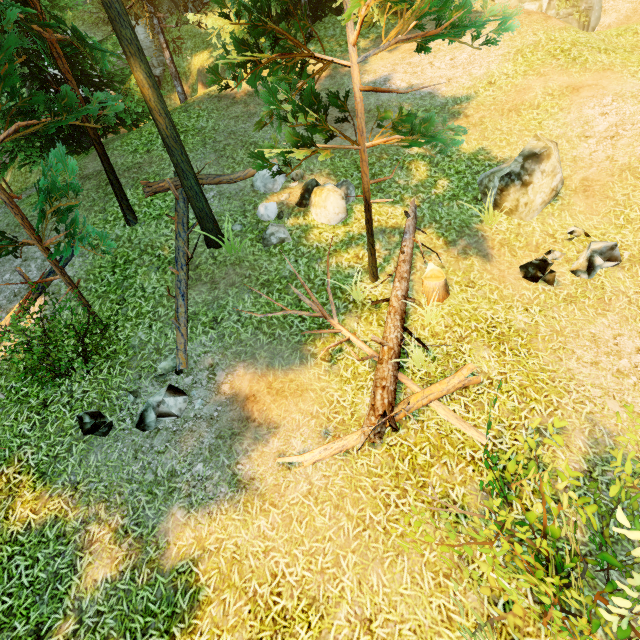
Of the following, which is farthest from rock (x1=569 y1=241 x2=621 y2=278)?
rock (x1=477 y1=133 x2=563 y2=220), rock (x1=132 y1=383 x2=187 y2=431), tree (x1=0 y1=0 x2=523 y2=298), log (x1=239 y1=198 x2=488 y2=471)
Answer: rock (x1=132 y1=383 x2=187 y2=431)

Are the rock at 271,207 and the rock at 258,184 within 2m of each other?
yes

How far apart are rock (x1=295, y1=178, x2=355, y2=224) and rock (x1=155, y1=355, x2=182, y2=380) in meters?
4.9 m

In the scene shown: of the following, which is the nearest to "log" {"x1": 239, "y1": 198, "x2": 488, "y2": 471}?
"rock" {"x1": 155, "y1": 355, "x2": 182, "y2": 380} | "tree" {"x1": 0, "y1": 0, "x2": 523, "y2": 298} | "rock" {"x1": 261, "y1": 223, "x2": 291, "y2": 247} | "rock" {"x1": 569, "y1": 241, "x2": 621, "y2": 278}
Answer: "tree" {"x1": 0, "y1": 0, "x2": 523, "y2": 298}

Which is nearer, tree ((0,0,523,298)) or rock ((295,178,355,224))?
tree ((0,0,523,298))

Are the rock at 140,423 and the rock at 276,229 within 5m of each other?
yes

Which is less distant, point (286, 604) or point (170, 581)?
point (286, 604)

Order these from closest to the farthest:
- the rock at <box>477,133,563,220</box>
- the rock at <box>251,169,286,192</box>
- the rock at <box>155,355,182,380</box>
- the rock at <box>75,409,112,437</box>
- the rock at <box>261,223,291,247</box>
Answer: the rock at <box>75,409,112,437</box>, the rock at <box>155,355,182,380</box>, the rock at <box>477,133,563,220</box>, the rock at <box>261,223,291,247</box>, the rock at <box>251,169,286,192</box>
